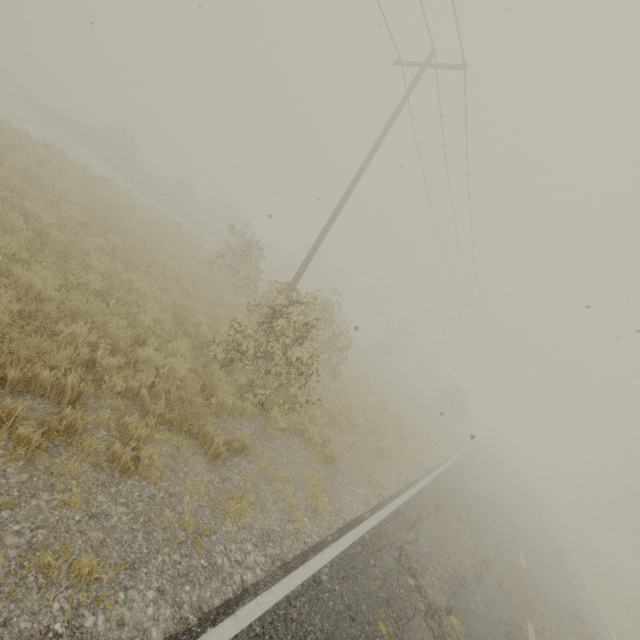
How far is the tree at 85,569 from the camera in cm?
292

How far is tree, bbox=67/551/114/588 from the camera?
2.9 meters

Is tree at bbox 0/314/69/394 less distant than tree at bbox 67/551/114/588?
No

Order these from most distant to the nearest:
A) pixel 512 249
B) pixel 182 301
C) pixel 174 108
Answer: pixel 512 249, pixel 182 301, pixel 174 108

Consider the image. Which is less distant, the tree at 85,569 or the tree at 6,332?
the tree at 85,569
